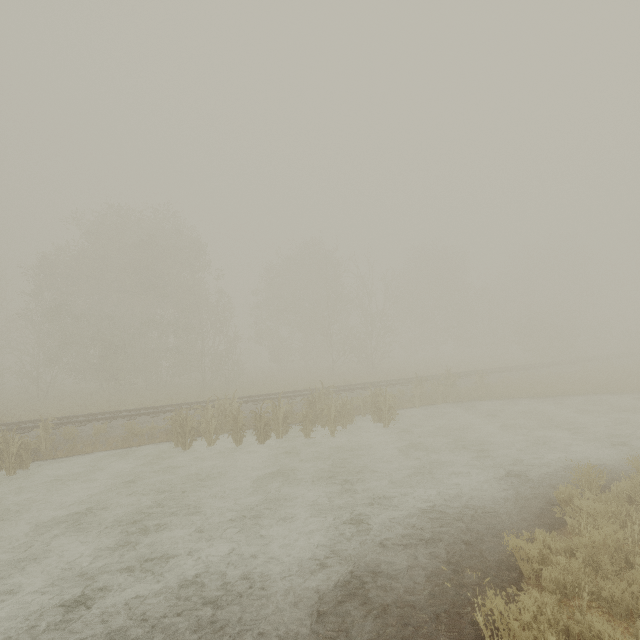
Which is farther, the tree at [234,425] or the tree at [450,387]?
the tree at [450,387]

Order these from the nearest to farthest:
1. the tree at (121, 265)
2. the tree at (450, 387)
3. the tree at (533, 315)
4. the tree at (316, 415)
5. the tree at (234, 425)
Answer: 1. the tree at (234, 425)
2. the tree at (316, 415)
3. the tree at (450, 387)
4. the tree at (121, 265)
5. the tree at (533, 315)

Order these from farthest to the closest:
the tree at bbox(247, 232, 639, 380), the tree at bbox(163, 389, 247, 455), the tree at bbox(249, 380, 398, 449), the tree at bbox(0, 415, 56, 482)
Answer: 1. the tree at bbox(247, 232, 639, 380)
2. the tree at bbox(249, 380, 398, 449)
3. the tree at bbox(163, 389, 247, 455)
4. the tree at bbox(0, 415, 56, 482)

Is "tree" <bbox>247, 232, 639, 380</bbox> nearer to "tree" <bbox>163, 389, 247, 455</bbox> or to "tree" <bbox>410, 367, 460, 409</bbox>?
"tree" <bbox>410, 367, 460, 409</bbox>

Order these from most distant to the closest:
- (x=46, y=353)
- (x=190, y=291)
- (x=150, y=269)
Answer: (x=46, y=353) < (x=190, y=291) < (x=150, y=269)

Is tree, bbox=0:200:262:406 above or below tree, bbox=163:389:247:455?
above

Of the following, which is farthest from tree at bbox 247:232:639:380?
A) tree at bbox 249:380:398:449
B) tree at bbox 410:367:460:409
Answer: tree at bbox 249:380:398:449

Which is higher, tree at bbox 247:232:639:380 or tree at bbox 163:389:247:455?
tree at bbox 247:232:639:380
